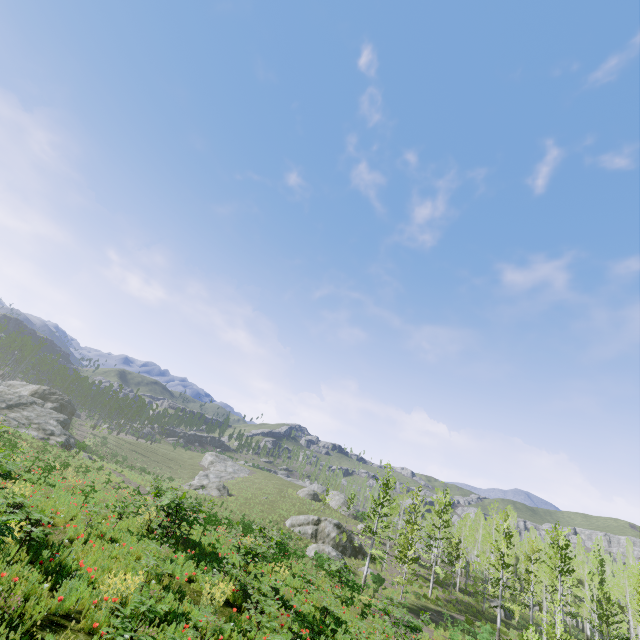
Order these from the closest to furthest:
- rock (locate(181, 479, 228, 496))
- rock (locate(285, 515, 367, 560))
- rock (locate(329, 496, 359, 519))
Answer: rock (locate(285, 515, 367, 560)) → rock (locate(181, 479, 228, 496)) → rock (locate(329, 496, 359, 519))

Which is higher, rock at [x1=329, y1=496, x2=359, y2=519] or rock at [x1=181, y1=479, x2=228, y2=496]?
rock at [x1=329, y1=496, x2=359, y2=519]

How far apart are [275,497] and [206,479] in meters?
12.1 m

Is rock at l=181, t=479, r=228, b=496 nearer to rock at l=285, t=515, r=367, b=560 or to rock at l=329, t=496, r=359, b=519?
rock at l=285, t=515, r=367, b=560

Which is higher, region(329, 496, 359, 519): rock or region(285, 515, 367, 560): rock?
region(329, 496, 359, 519): rock

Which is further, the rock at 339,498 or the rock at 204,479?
the rock at 339,498

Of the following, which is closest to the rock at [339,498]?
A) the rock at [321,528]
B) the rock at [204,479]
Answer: the rock at [321,528]

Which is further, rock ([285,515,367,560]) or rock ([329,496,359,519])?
rock ([329,496,359,519])
